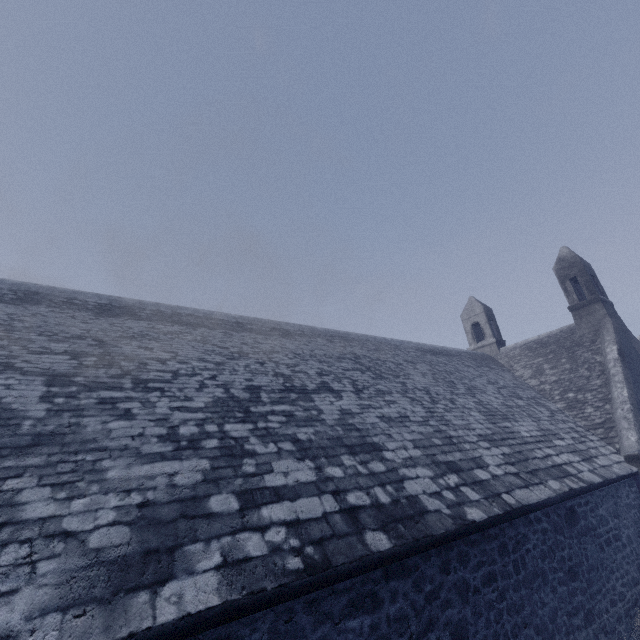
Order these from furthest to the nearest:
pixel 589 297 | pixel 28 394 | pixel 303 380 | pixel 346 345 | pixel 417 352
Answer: pixel 589 297
pixel 417 352
pixel 346 345
pixel 303 380
pixel 28 394
